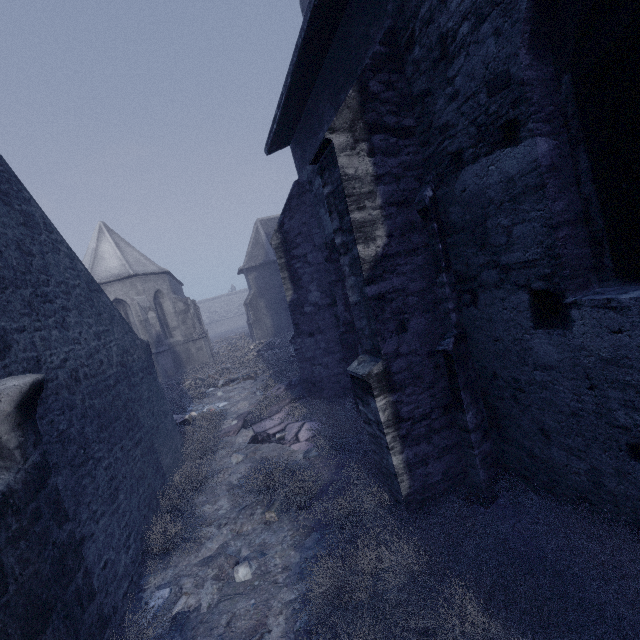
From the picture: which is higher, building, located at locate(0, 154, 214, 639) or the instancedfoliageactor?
building, located at locate(0, 154, 214, 639)

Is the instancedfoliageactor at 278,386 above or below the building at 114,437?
below

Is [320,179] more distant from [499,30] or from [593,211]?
[593,211]
